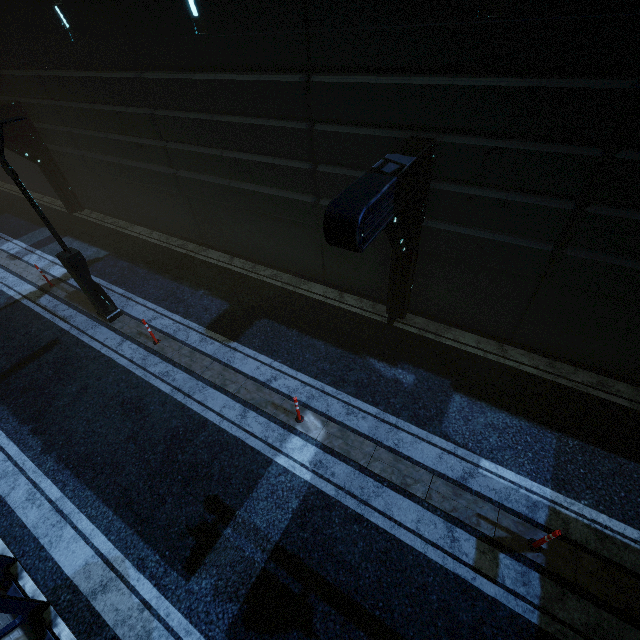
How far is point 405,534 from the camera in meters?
5.9 m

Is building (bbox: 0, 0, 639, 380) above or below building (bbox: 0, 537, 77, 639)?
above

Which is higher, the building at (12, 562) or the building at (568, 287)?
the building at (568, 287)

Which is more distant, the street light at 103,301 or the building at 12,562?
the street light at 103,301

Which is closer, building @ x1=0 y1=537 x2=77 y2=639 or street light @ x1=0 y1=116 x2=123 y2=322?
building @ x1=0 y1=537 x2=77 y2=639
